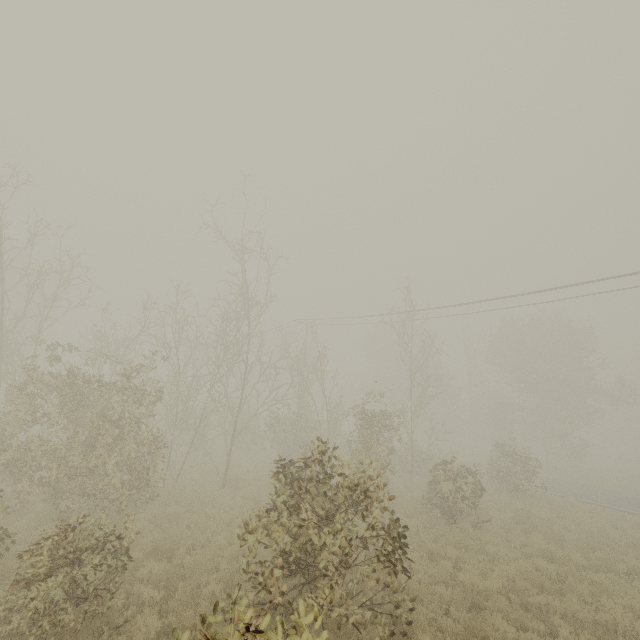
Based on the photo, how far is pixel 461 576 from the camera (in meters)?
8.38
